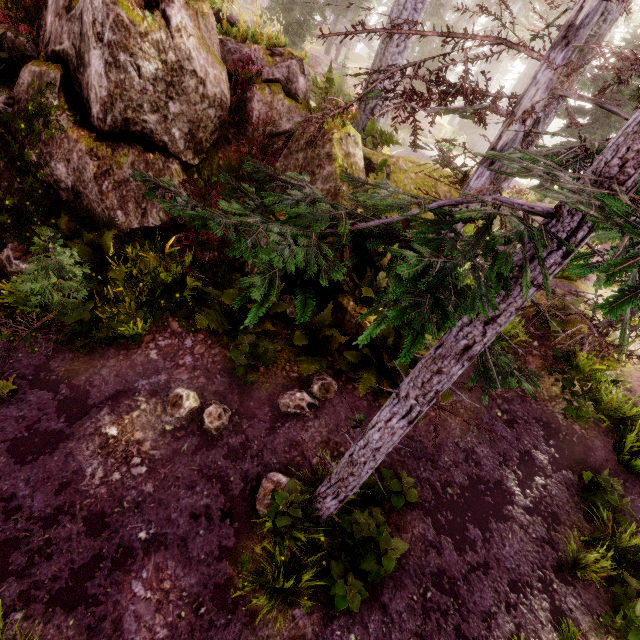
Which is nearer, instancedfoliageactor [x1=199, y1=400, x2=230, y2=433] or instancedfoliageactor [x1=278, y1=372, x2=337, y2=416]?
instancedfoliageactor [x1=199, y1=400, x2=230, y2=433]

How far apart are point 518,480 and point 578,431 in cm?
208

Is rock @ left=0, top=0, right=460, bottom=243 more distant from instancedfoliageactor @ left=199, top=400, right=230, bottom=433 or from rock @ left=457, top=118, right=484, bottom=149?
rock @ left=457, top=118, right=484, bottom=149

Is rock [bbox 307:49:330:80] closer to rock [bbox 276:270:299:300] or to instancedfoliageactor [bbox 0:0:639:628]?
instancedfoliageactor [bbox 0:0:639:628]

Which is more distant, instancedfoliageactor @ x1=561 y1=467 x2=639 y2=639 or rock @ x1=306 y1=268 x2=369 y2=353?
rock @ x1=306 y1=268 x2=369 y2=353

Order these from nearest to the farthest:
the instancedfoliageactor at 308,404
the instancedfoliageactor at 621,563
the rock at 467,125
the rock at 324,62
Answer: the instancedfoliageactor at 621,563 → the instancedfoliageactor at 308,404 → the rock at 324,62 → the rock at 467,125

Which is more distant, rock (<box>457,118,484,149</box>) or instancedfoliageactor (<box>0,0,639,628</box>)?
rock (<box>457,118,484,149</box>)

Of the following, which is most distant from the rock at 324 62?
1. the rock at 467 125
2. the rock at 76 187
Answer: the rock at 467 125
